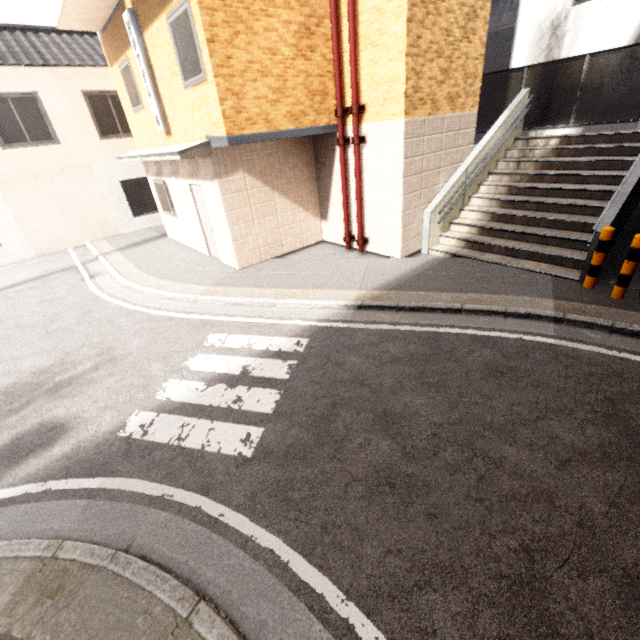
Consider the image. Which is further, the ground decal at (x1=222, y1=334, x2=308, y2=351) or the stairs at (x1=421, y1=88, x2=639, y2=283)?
the stairs at (x1=421, y1=88, x2=639, y2=283)

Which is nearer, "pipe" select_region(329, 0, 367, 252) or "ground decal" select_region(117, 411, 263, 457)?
"ground decal" select_region(117, 411, 263, 457)

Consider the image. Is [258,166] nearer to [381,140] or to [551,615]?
[381,140]

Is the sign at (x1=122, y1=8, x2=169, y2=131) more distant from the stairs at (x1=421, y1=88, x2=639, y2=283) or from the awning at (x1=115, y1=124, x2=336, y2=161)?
the stairs at (x1=421, y1=88, x2=639, y2=283)

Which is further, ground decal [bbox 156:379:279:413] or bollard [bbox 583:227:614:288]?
bollard [bbox 583:227:614:288]

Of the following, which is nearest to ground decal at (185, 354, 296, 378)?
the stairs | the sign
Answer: the stairs

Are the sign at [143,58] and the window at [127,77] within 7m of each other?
yes

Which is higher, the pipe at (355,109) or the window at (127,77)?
the window at (127,77)
